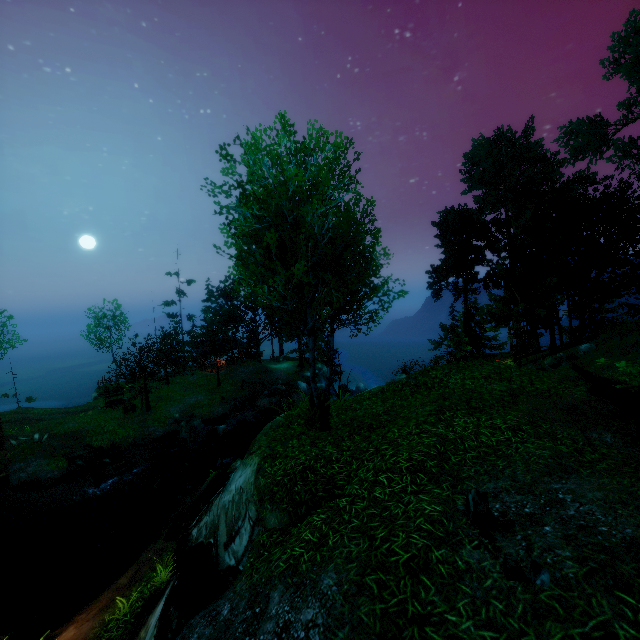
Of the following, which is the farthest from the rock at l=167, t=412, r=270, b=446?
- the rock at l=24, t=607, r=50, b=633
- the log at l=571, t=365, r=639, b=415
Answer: the log at l=571, t=365, r=639, b=415

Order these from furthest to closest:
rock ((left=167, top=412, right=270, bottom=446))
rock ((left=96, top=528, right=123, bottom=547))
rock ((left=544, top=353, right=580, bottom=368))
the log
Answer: rock ((left=167, top=412, right=270, bottom=446)), rock ((left=544, top=353, right=580, bottom=368)), rock ((left=96, top=528, right=123, bottom=547)), the log

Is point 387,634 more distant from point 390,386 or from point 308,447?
point 390,386

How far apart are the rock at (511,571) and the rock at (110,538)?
20.5 meters

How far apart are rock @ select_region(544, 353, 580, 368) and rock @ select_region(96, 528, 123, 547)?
27.50m

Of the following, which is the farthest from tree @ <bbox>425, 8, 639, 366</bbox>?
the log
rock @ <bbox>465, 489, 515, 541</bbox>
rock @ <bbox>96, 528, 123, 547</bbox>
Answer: rock @ <bbox>96, 528, 123, 547</bbox>

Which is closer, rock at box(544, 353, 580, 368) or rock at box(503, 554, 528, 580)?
rock at box(503, 554, 528, 580)

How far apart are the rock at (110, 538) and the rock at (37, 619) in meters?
5.7
